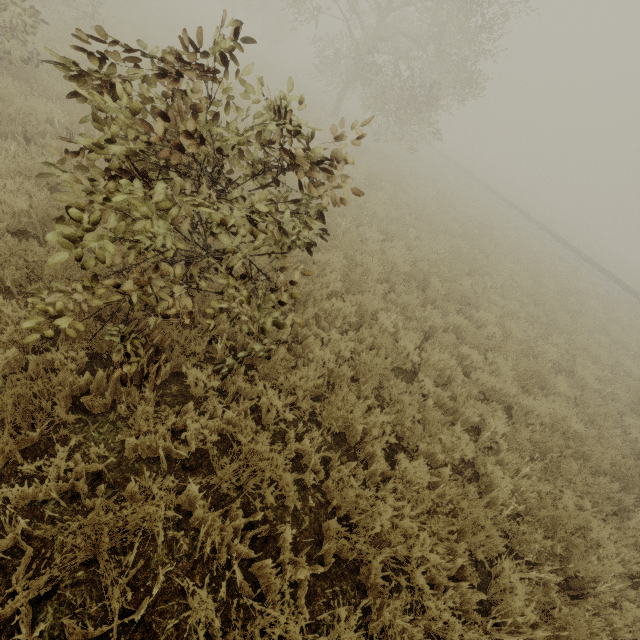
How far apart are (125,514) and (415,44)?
21.99m
